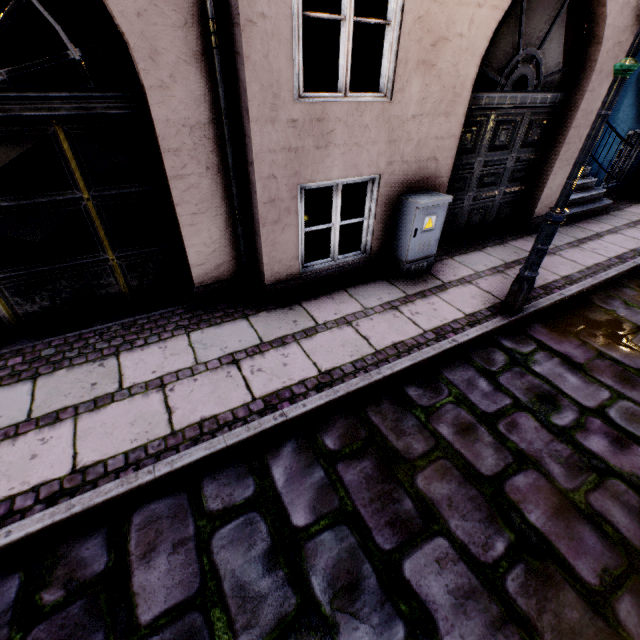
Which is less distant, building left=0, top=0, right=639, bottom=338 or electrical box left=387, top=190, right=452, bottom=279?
building left=0, top=0, right=639, bottom=338

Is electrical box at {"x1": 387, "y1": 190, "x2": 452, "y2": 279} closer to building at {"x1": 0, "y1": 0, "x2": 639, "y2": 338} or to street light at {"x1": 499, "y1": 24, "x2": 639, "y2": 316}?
building at {"x1": 0, "y1": 0, "x2": 639, "y2": 338}

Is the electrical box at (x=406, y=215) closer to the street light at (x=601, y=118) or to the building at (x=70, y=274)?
the building at (x=70, y=274)

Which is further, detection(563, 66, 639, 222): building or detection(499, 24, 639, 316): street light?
detection(563, 66, 639, 222): building

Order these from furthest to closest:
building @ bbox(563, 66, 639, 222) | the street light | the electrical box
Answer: building @ bbox(563, 66, 639, 222), the electrical box, the street light

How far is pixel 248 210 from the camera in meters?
3.5 m

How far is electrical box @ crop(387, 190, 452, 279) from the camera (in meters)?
3.94

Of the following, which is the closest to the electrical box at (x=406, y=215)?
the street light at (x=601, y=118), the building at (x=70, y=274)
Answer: the building at (x=70, y=274)
